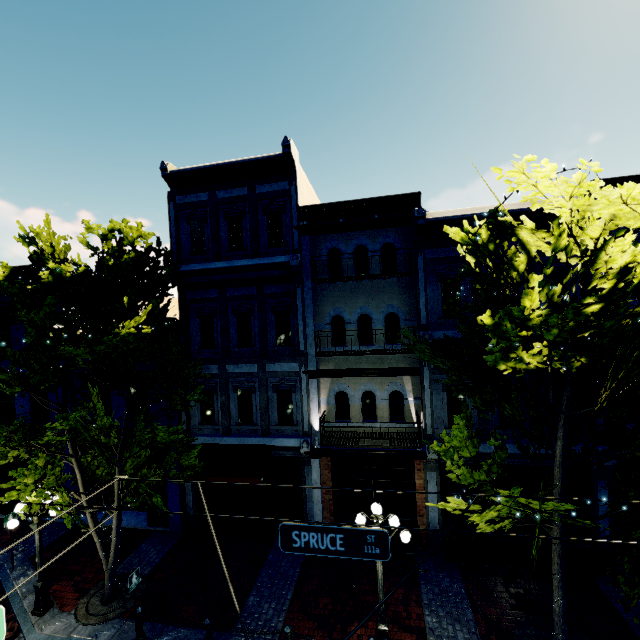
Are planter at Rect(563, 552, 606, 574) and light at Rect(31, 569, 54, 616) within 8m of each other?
no

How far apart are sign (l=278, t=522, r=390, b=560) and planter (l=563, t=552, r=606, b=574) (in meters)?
8.57

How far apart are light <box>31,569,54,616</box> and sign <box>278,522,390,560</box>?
8.3m

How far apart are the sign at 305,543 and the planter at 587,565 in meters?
8.6

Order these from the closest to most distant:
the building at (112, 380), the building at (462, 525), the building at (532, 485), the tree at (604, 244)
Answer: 1. the tree at (604, 244)
2. the building at (532, 485)
3. the building at (462, 525)
4. the building at (112, 380)

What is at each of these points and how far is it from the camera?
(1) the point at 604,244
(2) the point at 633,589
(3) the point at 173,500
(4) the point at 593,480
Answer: (1) tree, 4.29m
(2) tree, 5.42m
(3) building, 12.59m
(4) building, 9.89m

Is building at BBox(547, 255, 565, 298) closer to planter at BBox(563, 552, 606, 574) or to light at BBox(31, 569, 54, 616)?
planter at BBox(563, 552, 606, 574)

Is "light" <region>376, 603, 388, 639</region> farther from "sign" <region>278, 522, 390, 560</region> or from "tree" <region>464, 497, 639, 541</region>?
"sign" <region>278, 522, 390, 560</region>
